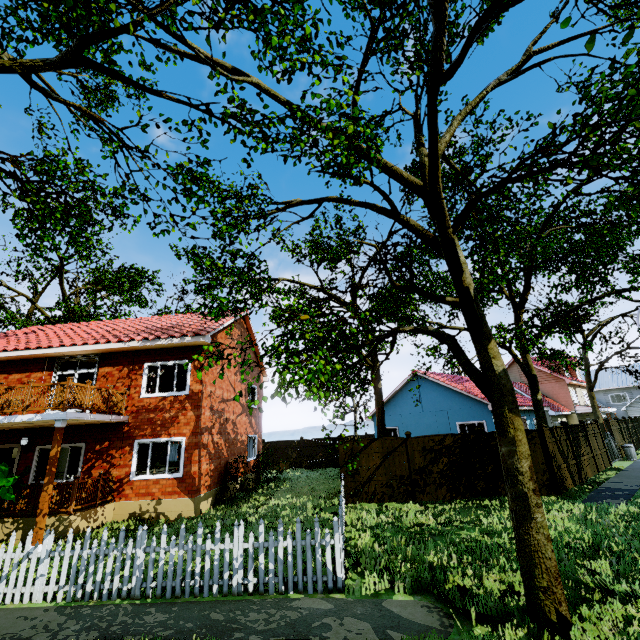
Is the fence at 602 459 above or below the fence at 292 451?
below

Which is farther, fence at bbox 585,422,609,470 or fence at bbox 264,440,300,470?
fence at bbox 264,440,300,470

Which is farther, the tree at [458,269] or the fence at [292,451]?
the fence at [292,451]

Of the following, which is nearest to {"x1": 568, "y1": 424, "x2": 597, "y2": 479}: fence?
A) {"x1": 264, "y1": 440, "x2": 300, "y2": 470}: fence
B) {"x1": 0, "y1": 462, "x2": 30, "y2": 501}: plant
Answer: {"x1": 264, "y1": 440, "x2": 300, "y2": 470}: fence

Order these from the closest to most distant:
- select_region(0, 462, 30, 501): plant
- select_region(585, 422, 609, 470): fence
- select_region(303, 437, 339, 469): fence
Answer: select_region(0, 462, 30, 501): plant < select_region(585, 422, 609, 470): fence < select_region(303, 437, 339, 469): fence

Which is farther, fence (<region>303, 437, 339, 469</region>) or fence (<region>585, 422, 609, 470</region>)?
fence (<region>303, 437, 339, 469</region>)

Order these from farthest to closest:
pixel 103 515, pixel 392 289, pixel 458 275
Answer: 1. pixel 392 289
2. pixel 103 515
3. pixel 458 275

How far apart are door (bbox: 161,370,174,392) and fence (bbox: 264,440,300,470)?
12.87m
